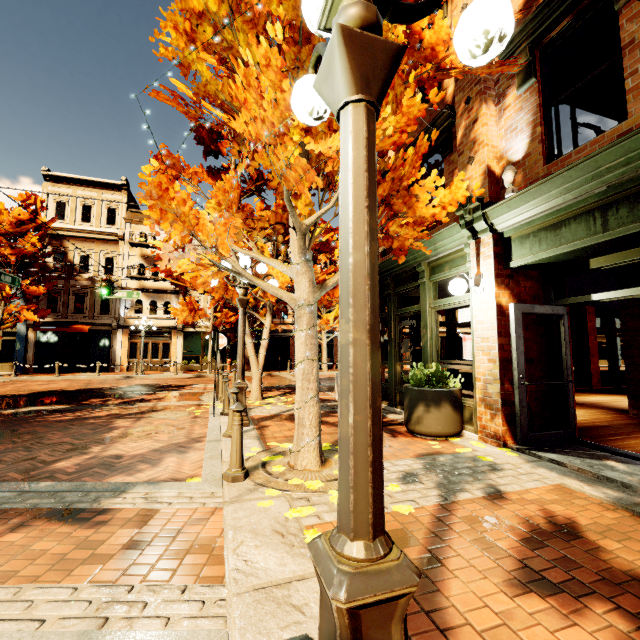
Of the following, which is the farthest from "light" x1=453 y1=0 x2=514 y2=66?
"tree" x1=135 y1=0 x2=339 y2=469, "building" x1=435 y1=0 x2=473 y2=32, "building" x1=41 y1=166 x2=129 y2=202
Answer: "building" x1=41 y1=166 x2=129 y2=202

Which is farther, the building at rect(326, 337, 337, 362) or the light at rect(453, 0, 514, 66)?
the building at rect(326, 337, 337, 362)

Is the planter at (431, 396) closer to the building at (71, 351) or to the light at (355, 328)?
the light at (355, 328)

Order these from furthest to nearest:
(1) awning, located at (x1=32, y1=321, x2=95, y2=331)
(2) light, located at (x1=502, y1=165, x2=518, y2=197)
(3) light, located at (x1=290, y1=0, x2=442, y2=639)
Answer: (1) awning, located at (x1=32, y1=321, x2=95, y2=331) < (2) light, located at (x1=502, y1=165, x2=518, y2=197) < (3) light, located at (x1=290, y1=0, x2=442, y2=639)

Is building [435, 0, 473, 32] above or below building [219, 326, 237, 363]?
above

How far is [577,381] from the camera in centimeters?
1317cm

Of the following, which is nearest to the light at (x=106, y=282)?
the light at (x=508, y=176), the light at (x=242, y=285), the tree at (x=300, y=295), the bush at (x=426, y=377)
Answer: the tree at (x=300, y=295)

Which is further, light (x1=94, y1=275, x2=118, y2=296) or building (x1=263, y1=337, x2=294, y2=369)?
building (x1=263, y1=337, x2=294, y2=369)
